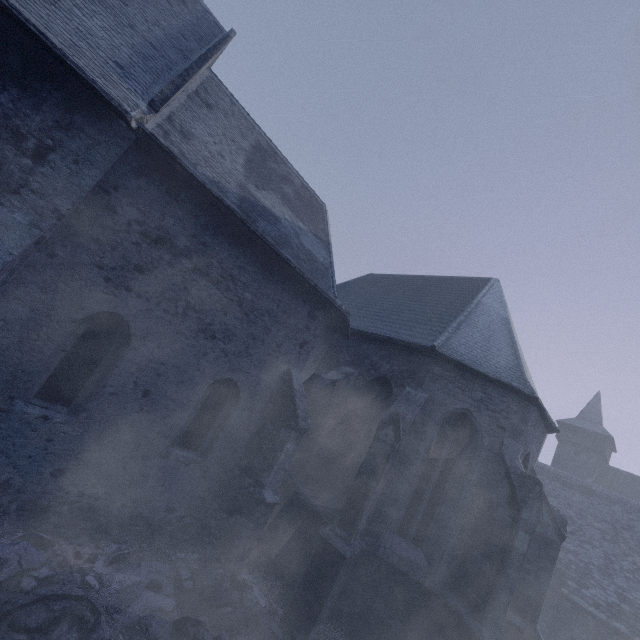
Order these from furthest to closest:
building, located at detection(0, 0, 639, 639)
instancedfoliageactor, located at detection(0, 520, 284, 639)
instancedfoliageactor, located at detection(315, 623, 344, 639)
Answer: instancedfoliageactor, located at detection(315, 623, 344, 639)
building, located at detection(0, 0, 639, 639)
instancedfoliageactor, located at detection(0, 520, 284, 639)

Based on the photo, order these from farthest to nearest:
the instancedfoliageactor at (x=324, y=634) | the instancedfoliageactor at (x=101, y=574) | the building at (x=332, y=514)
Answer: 1. the instancedfoliageactor at (x=324, y=634)
2. the building at (x=332, y=514)
3. the instancedfoliageactor at (x=101, y=574)

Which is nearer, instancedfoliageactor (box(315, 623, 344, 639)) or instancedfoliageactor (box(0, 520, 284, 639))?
instancedfoliageactor (box(0, 520, 284, 639))

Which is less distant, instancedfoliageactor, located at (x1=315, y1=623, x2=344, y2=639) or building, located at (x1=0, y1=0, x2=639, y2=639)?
building, located at (x1=0, y1=0, x2=639, y2=639)

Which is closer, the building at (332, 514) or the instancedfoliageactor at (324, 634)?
the building at (332, 514)

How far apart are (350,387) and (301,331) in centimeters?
285cm

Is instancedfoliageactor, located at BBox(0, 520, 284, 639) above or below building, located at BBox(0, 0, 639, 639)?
below
